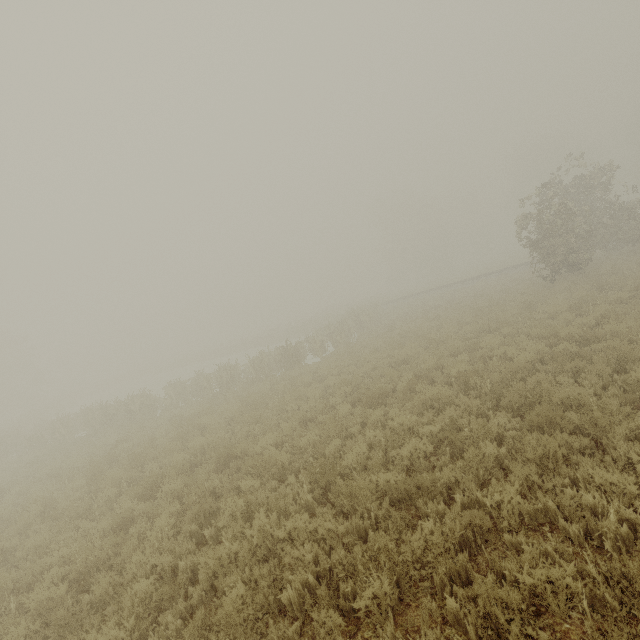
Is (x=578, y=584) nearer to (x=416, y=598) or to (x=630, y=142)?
(x=416, y=598)
